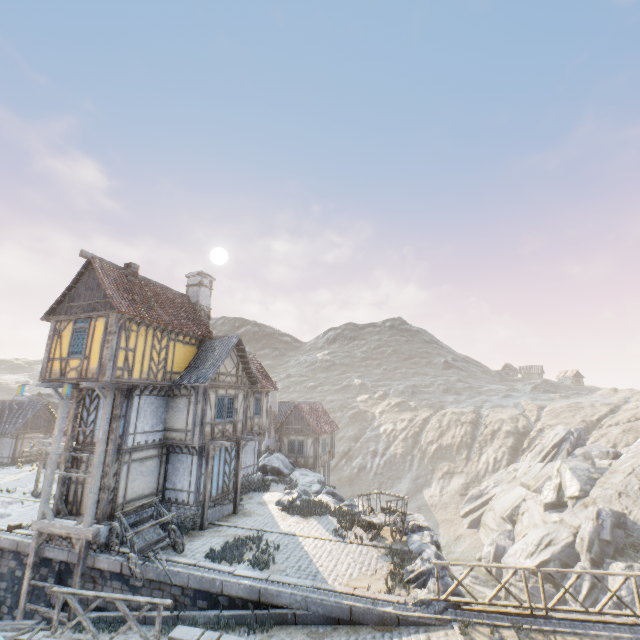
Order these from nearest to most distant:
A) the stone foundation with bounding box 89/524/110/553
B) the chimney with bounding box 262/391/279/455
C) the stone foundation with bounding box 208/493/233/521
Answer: the stone foundation with bounding box 89/524/110/553 < the stone foundation with bounding box 208/493/233/521 < the chimney with bounding box 262/391/279/455

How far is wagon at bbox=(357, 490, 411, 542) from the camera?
14.3m

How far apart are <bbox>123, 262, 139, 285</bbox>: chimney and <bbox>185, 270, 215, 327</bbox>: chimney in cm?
459

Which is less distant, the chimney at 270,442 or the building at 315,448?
the building at 315,448

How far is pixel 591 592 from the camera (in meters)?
Result: 21.55

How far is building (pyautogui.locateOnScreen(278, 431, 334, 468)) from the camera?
30.27m

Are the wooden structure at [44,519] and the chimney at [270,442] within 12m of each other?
no

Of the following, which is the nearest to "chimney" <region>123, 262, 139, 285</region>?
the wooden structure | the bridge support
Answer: the wooden structure
